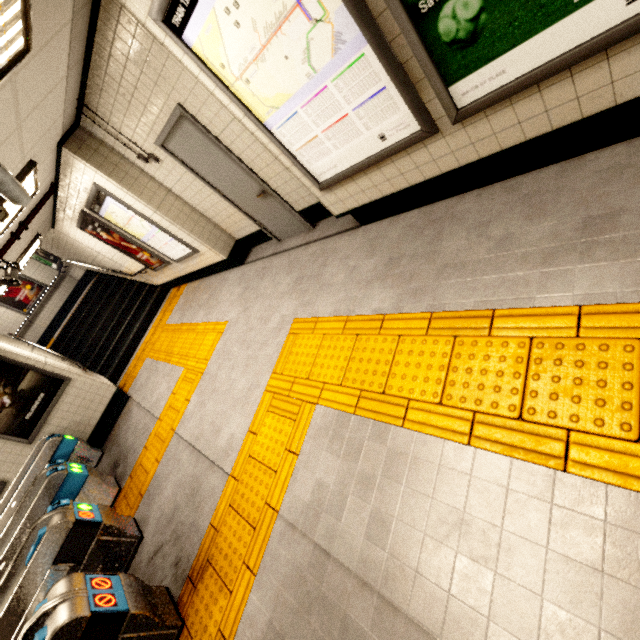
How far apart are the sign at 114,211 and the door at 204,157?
1.46m

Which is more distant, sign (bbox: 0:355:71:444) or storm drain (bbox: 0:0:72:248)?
sign (bbox: 0:355:71:444)

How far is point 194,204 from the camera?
5.2m

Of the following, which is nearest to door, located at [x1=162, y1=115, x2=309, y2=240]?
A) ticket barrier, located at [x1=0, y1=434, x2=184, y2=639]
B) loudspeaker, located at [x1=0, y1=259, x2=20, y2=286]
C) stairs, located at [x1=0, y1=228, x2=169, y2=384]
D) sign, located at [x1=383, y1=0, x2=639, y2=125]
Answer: sign, located at [x1=383, y1=0, x2=639, y2=125]

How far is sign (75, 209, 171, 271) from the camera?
6.3m

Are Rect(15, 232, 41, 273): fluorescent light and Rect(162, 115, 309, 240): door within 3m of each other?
no

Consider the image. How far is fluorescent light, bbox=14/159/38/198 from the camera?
3.7 meters

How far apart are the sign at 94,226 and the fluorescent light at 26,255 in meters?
0.6 m
